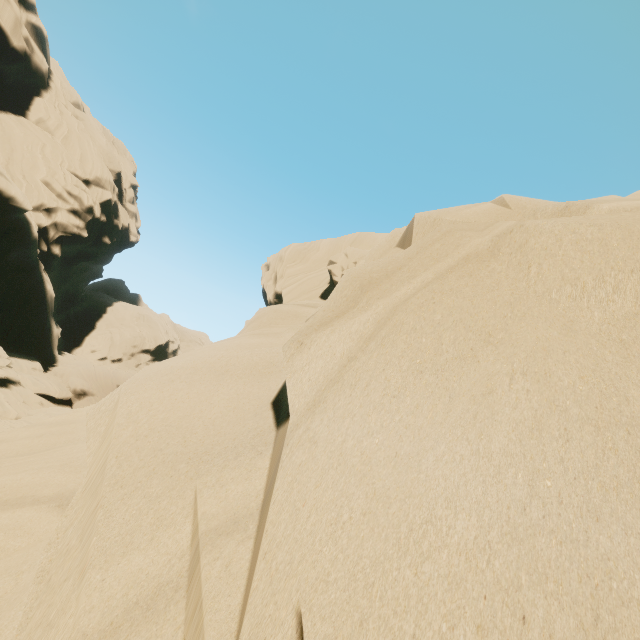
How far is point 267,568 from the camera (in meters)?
1.35
